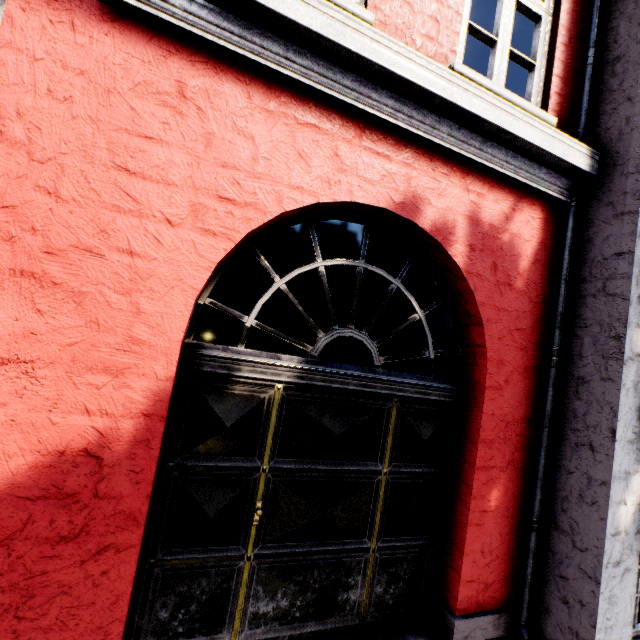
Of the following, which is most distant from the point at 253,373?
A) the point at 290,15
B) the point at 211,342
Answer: the point at 211,342
